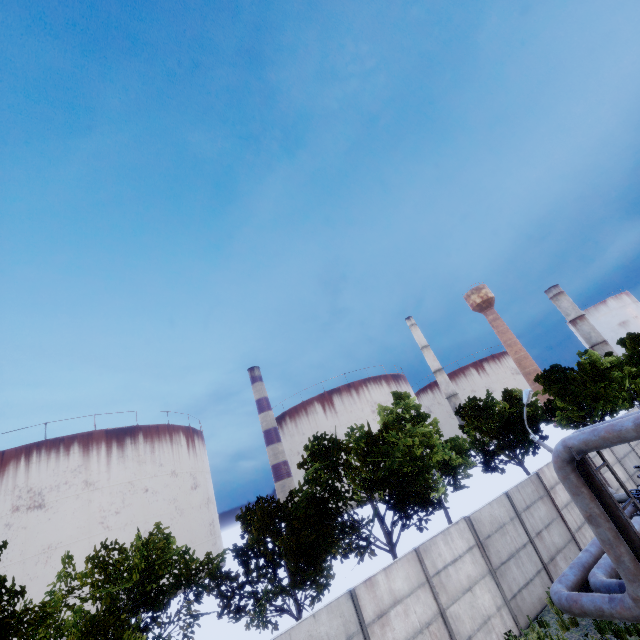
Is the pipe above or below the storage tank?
below

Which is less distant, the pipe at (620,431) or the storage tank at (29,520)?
the pipe at (620,431)

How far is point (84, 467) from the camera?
57.2 meters

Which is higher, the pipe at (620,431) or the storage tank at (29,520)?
the storage tank at (29,520)

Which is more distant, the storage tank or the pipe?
the storage tank
